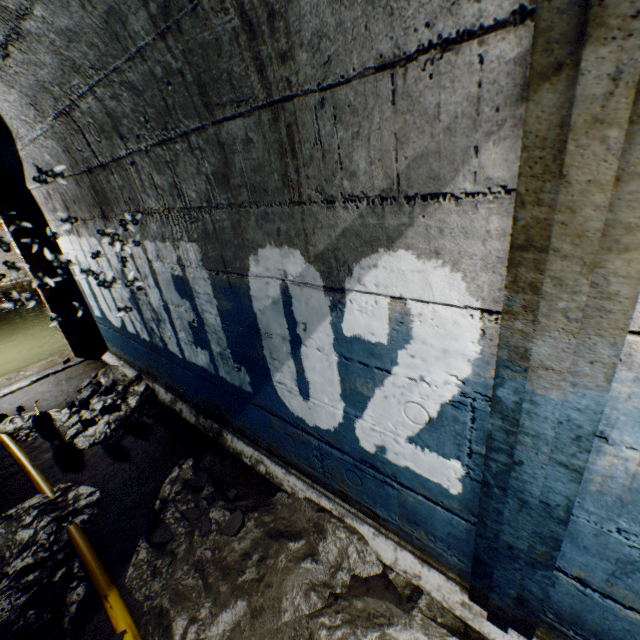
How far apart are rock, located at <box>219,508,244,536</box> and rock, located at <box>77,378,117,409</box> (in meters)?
2.43

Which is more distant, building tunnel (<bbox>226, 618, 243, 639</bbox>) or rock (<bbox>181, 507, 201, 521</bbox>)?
rock (<bbox>181, 507, 201, 521</bbox>)

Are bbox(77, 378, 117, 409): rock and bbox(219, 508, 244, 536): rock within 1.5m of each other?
no

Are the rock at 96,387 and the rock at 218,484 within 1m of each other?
no

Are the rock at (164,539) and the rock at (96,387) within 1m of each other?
no

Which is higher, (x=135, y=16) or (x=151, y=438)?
(x=135, y=16)

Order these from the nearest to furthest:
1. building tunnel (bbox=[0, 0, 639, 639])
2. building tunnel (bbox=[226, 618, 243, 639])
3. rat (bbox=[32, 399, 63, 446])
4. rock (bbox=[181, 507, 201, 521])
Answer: building tunnel (bbox=[0, 0, 639, 639]) < building tunnel (bbox=[226, 618, 243, 639]) < rock (bbox=[181, 507, 201, 521]) < rat (bbox=[32, 399, 63, 446])

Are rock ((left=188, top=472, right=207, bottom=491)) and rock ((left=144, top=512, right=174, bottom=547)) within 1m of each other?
yes
